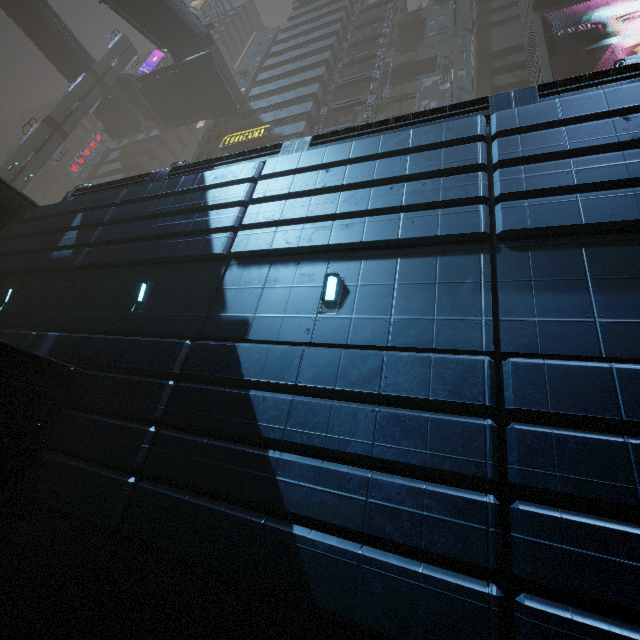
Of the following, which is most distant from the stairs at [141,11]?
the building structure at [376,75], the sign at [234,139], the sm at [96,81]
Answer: the building structure at [376,75]

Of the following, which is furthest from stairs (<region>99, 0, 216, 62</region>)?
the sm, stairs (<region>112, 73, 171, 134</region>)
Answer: the sm

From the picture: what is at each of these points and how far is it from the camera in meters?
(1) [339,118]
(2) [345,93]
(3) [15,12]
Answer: (1) building, 32.8
(2) building, 34.5
(3) bridge, 34.3

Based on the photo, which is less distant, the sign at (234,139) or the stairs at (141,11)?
the stairs at (141,11)

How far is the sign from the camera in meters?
29.7

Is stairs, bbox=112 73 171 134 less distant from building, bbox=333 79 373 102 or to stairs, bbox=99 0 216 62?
building, bbox=333 79 373 102

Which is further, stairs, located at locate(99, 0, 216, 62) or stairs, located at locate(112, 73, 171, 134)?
stairs, located at locate(112, 73, 171, 134)

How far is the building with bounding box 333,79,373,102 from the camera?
33.5m
